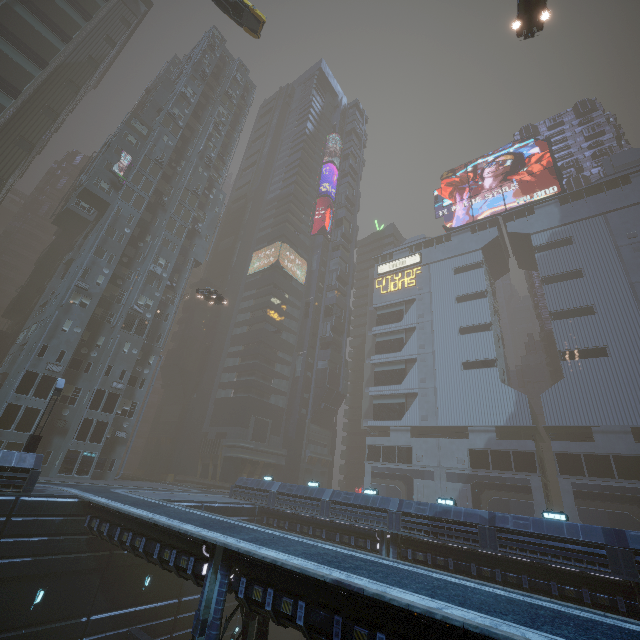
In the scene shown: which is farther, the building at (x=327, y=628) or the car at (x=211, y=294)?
the car at (x=211, y=294)

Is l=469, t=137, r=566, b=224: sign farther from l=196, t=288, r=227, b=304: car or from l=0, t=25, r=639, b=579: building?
l=196, t=288, r=227, b=304: car

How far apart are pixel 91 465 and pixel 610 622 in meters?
39.1

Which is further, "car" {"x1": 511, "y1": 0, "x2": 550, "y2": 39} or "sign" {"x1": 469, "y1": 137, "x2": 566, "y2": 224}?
"sign" {"x1": 469, "y1": 137, "x2": 566, "y2": 224}

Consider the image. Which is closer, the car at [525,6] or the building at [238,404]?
the car at [525,6]

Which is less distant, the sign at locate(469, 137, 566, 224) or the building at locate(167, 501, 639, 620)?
the building at locate(167, 501, 639, 620)

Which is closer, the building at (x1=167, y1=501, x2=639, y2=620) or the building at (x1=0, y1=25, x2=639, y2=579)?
the building at (x1=167, y1=501, x2=639, y2=620)

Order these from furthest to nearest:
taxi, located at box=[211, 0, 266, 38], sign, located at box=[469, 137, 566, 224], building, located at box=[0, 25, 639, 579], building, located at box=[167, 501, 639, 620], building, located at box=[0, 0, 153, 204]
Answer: sign, located at box=[469, 137, 566, 224] → building, located at box=[0, 0, 153, 204] → building, located at box=[0, 25, 639, 579] → taxi, located at box=[211, 0, 266, 38] → building, located at box=[167, 501, 639, 620]
